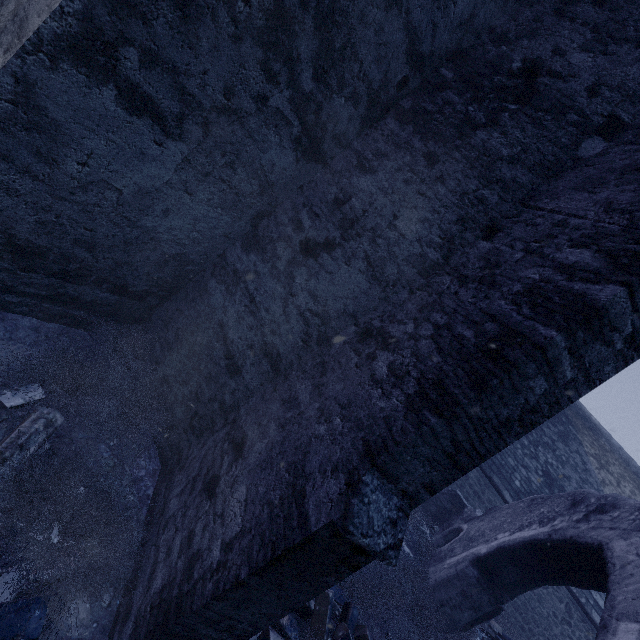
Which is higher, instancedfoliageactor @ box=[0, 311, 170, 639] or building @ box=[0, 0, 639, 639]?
building @ box=[0, 0, 639, 639]

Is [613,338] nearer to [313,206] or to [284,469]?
[284,469]

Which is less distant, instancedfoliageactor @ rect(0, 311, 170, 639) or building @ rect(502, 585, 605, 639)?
instancedfoliageactor @ rect(0, 311, 170, 639)

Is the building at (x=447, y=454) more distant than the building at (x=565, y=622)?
No

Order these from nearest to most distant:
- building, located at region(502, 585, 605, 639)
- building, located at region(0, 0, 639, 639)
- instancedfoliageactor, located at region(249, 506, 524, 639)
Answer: building, located at region(0, 0, 639, 639) → instancedfoliageactor, located at region(249, 506, 524, 639) → building, located at region(502, 585, 605, 639)

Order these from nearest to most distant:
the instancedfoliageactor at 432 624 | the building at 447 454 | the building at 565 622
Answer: the building at 447 454 < the instancedfoliageactor at 432 624 < the building at 565 622
